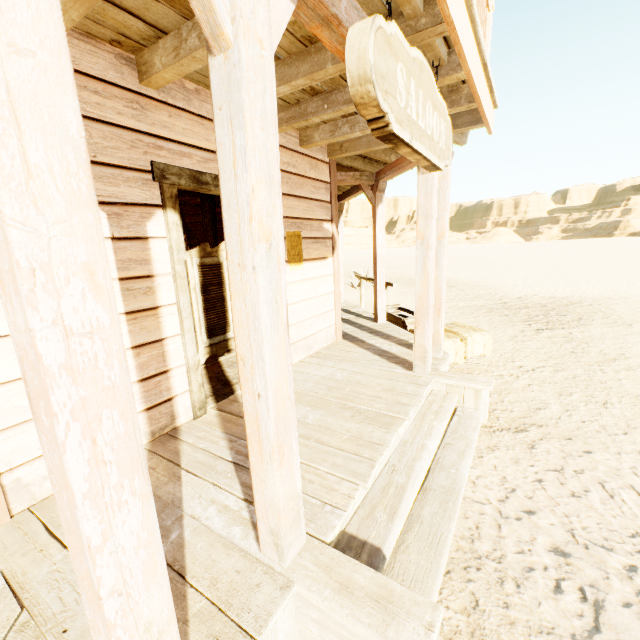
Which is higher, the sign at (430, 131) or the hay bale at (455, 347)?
the sign at (430, 131)

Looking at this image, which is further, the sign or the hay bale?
the hay bale

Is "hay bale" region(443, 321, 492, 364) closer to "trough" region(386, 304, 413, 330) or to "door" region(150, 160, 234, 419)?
"trough" region(386, 304, 413, 330)

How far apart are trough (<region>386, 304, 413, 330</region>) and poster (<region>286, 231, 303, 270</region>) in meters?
2.9

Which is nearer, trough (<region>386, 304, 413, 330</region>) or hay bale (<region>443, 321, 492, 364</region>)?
hay bale (<region>443, 321, 492, 364</region>)

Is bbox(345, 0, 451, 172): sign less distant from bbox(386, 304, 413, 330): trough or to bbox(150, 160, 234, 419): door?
bbox(150, 160, 234, 419): door

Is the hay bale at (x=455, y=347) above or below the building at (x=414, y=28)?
below

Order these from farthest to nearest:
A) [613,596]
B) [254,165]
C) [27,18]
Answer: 1. [613,596]
2. [254,165]
3. [27,18]
